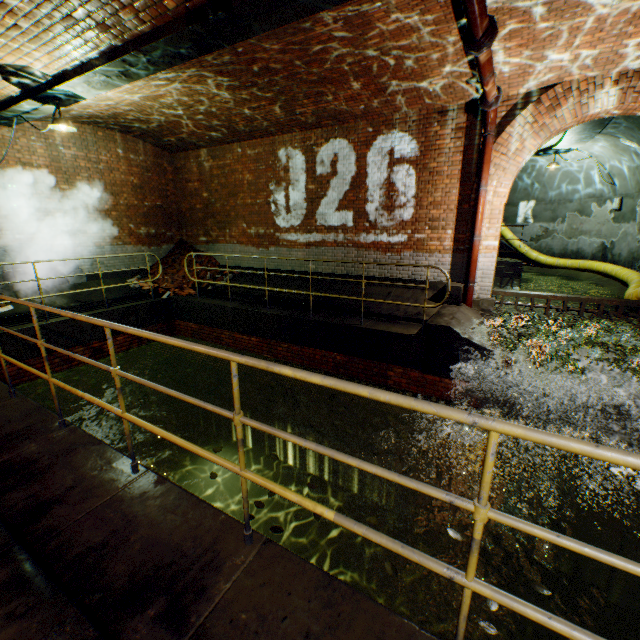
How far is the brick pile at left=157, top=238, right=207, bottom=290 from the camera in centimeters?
1047cm

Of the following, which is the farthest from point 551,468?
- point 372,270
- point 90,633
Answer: point 90,633

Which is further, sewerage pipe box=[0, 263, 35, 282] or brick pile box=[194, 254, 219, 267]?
brick pile box=[194, 254, 219, 267]

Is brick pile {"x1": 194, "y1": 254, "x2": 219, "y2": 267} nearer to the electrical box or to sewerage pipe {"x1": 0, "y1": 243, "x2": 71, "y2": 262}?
sewerage pipe {"x1": 0, "y1": 243, "x2": 71, "y2": 262}

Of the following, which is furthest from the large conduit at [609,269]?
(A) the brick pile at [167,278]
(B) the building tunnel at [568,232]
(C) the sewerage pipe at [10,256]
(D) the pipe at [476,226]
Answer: (C) the sewerage pipe at [10,256]

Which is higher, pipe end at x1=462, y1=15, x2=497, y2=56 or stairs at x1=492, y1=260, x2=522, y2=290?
pipe end at x1=462, y1=15, x2=497, y2=56

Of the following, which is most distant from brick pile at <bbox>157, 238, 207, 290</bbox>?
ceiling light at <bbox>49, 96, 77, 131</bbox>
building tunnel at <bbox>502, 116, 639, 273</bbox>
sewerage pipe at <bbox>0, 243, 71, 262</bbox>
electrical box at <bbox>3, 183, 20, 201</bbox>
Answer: building tunnel at <bbox>502, 116, 639, 273</bbox>

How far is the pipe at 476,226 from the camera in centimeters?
633cm
